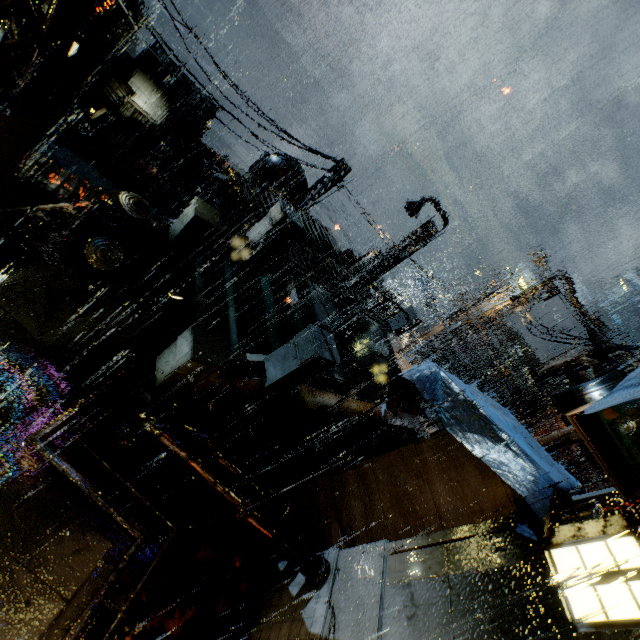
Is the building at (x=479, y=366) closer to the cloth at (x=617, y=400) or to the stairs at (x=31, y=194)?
the cloth at (x=617, y=400)

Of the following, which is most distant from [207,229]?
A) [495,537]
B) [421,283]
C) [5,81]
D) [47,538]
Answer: [421,283]

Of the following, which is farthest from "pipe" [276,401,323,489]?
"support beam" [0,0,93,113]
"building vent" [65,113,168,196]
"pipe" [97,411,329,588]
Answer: "building vent" [65,113,168,196]

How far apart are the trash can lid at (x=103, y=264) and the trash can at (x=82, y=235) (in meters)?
0.02

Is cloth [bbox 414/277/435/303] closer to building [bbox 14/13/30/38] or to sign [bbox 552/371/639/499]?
building [bbox 14/13/30/38]

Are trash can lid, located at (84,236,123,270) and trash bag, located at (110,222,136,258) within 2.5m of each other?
yes

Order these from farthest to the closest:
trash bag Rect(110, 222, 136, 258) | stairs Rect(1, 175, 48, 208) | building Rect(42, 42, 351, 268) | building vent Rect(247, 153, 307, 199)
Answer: building vent Rect(247, 153, 307, 199), building Rect(42, 42, 351, 268), stairs Rect(1, 175, 48, 208), trash bag Rect(110, 222, 136, 258)

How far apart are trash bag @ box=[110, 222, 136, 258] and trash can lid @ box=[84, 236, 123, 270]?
0.01m
